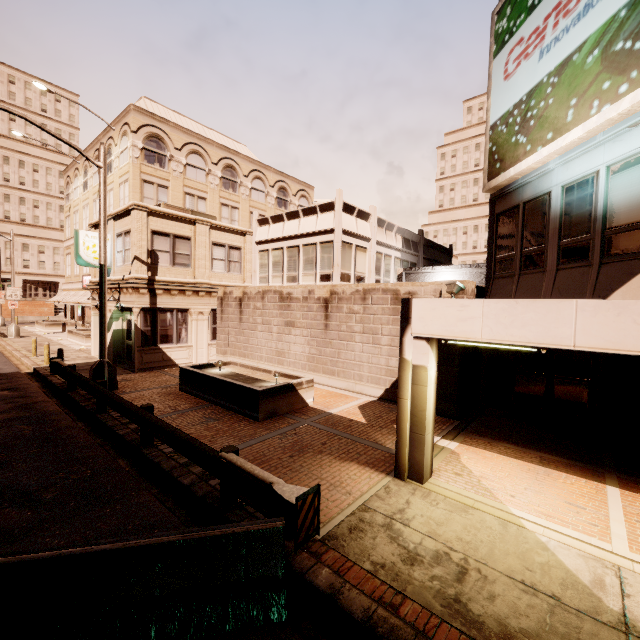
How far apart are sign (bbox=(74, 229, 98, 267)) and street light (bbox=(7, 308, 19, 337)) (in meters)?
17.85

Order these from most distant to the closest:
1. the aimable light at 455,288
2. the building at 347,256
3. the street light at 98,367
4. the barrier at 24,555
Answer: the street light at 98,367
the aimable light at 455,288
the building at 347,256
the barrier at 24,555

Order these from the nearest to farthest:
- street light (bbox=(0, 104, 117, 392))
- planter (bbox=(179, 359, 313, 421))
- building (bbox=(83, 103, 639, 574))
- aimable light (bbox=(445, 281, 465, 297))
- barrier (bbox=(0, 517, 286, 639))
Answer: barrier (bbox=(0, 517, 286, 639)) → building (bbox=(83, 103, 639, 574)) → aimable light (bbox=(445, 281, 465, 297)) → planter (bbox=(179, 359, 313, 421)) → street light (bbox=(0, 104, 117, 392))

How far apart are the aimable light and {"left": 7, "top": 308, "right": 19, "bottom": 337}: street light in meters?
36.0 m

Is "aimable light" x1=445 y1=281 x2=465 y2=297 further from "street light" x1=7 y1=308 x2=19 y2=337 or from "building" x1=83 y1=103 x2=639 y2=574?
"street light" x1=7 y1=308 x2=19 y2=337

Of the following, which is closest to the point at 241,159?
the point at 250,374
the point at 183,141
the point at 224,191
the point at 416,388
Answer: the point at 224,191

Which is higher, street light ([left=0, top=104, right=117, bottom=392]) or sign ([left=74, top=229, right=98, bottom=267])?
sign ([left=74, top=229, right=98, bottom=267])

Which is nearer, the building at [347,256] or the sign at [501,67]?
the building at [347,256]
